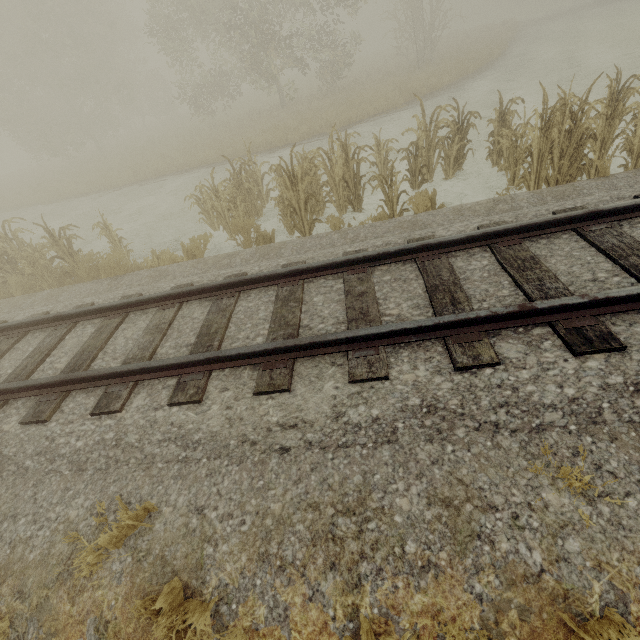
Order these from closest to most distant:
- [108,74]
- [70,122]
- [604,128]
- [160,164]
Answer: [604,128] → [160,164] → [108,74] → [70,122]

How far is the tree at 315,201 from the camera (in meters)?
6.63

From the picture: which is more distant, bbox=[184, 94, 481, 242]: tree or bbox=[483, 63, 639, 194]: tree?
bbox=[184, 94, 481, 242]: tree

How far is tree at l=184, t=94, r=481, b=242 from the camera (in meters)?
6.63

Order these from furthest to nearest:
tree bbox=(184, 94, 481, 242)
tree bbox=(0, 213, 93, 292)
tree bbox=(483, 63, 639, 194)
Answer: tree bbox=(0, 213, 93, 292) → tree bbox=(184, 94, 481, 242) → tree bbox=(483, 63, 639, 194)

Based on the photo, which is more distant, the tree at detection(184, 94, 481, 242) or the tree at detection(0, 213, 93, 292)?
the tree at detection(0, 213, 93, 292)

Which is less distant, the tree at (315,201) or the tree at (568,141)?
the tree at (568,141)
